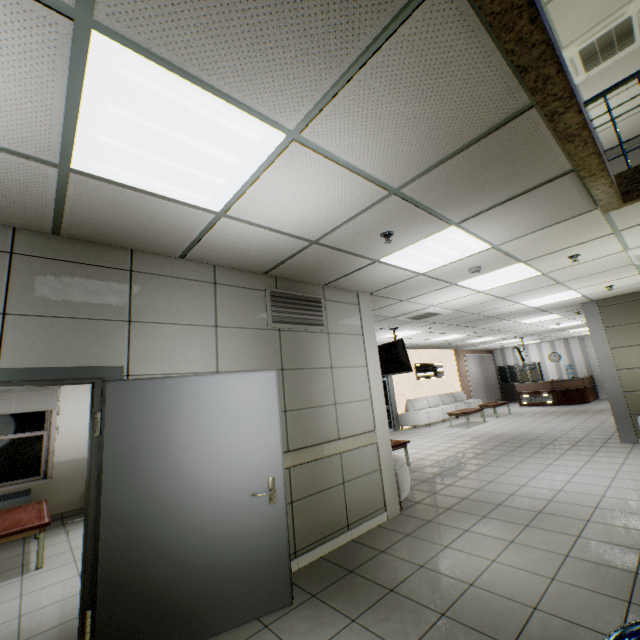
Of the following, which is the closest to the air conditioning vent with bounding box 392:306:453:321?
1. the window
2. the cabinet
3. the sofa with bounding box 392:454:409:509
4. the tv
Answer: the tv

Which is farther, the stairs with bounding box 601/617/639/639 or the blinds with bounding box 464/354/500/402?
the blinds with bounding box 464/354/500/402

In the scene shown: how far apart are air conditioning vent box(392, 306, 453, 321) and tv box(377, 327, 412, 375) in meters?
0.5

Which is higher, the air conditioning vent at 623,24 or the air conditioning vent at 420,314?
the air conditioning vent at 623,24

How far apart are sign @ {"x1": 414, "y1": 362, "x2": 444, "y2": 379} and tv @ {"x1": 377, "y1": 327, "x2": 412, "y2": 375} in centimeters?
597cm

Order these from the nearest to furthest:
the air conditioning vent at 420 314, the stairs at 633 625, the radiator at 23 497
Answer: the stairs at 633 625 < the radiator at 23 497 < the air conditioning vent at 420 314

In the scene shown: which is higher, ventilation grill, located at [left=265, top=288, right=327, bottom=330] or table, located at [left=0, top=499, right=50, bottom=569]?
ventilation grill, located at [left=265, top=288, right=327, bottom=330]

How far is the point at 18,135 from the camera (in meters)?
1.71
